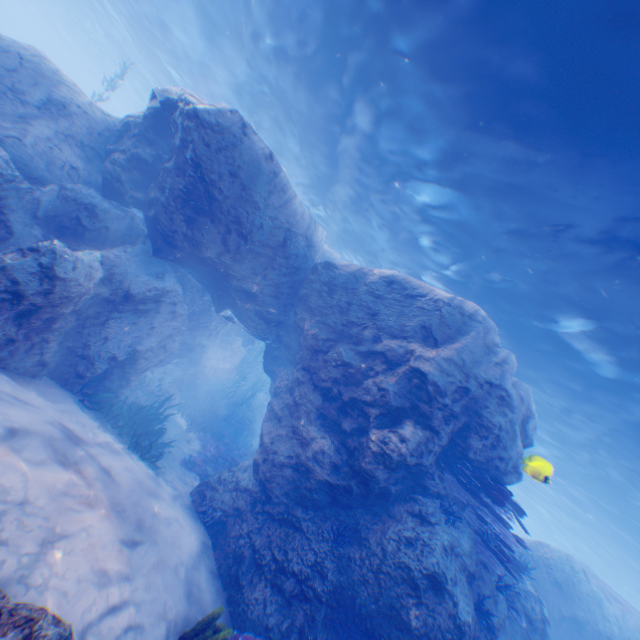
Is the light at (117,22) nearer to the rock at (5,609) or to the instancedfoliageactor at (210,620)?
the rock at (5,609)

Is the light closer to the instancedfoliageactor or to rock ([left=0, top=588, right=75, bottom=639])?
rock ([left=0, top=588, right=75, bottom=639])

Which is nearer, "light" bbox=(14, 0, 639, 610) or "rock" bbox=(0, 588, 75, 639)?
"rock" bbox=(0, 588, 75, 639)

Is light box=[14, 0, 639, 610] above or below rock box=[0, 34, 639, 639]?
above

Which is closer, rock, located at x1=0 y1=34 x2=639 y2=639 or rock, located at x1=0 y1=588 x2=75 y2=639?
rock, located at x1=0 y1=588 x2=75 y2=639

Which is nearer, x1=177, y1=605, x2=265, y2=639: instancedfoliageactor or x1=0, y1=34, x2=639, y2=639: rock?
x1=177, y1=605, x2=265, y2=639: instancedfoliageactor

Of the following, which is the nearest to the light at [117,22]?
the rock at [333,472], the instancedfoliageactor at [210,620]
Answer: the rock at [333,472]

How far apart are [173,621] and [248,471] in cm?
434
